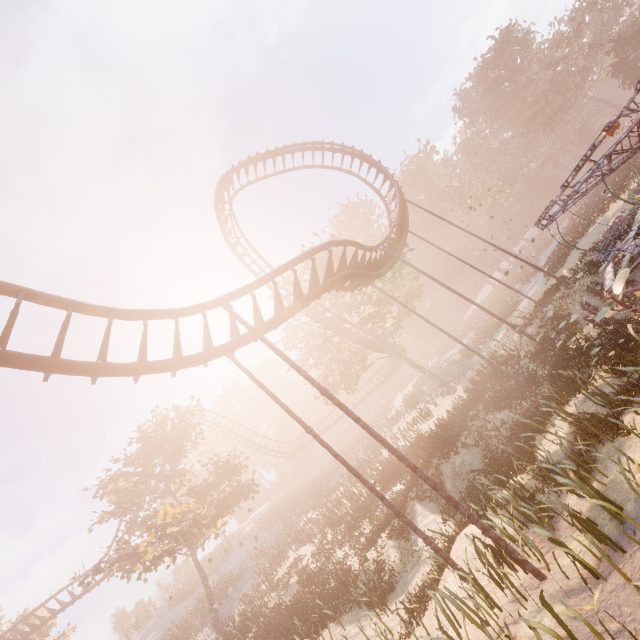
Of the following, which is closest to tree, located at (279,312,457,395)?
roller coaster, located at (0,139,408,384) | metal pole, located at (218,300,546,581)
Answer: roller coaster, located at (0,139,408,384)

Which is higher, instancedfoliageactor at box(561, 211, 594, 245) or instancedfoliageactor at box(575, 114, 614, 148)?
instancedfoliageactor at box(575, 114, 614, 148)

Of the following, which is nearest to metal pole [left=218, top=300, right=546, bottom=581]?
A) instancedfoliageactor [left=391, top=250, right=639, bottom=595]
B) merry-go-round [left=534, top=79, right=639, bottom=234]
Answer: merry-go-round [left=534, top=79, right=639, bottom=234]

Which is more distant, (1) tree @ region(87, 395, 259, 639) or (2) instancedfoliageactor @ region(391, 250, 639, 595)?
(1) tree @ region(87, 395, 259, 639)

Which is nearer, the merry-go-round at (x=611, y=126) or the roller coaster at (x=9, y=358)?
the roller coaster at (x=9, y=358)

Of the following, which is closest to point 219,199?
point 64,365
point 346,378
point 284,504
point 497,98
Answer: point 64,365

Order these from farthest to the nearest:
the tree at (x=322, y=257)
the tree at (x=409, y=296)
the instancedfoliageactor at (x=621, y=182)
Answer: the tree at (x=409, y=296) → the tree at (x=322, y=257) → the instancedfoliageactor at (x=621, y=182)

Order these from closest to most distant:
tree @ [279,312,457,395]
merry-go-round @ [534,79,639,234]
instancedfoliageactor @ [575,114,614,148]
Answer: merry-go-round @ [534,79,639,234], tree @ [279,312,457,395], instancedfoliageactor @ [575,114,614,148]
